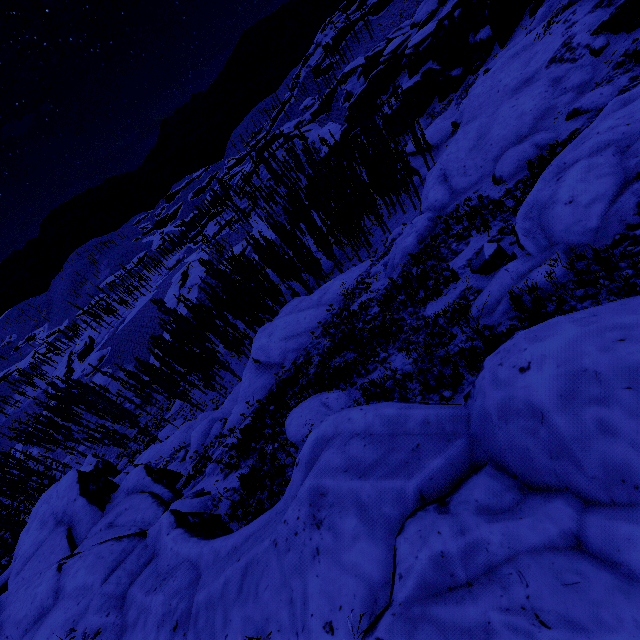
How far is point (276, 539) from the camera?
5.2 meters

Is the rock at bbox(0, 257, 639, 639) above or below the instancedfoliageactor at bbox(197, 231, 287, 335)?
above

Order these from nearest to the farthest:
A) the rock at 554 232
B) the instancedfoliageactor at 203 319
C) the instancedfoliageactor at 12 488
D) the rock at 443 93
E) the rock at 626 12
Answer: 1. the rock at 554 232
2. the rock at 626 12
3. the rock at 443 93
4. the instancedfoliageactor at 12 488
5. the instancedfoliageactor at 203 319

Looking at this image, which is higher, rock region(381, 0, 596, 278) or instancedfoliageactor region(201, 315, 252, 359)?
rock region(381, 0, 596, 278)

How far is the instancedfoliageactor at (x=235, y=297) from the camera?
36.3 meters

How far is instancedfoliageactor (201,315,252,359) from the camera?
43.32m

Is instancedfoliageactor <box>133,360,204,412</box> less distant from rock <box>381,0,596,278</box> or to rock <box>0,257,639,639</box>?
rock <box>0,257,639,639</box>
